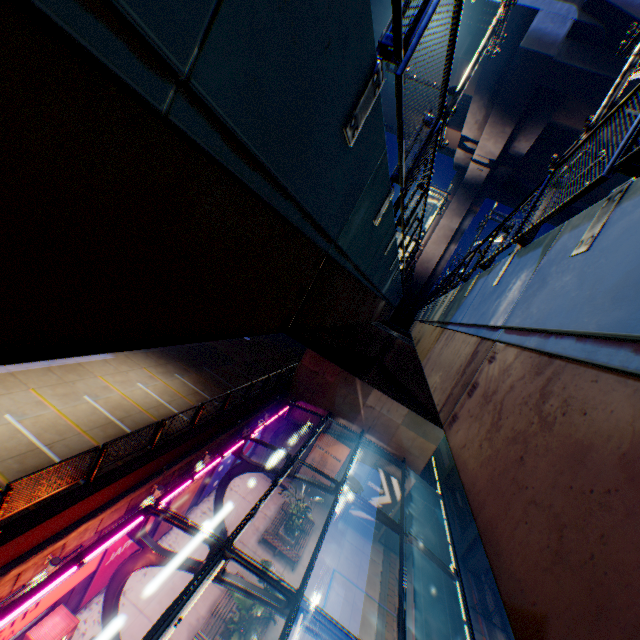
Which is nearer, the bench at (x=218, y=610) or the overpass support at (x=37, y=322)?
the overpass support at (x=37, y=322)

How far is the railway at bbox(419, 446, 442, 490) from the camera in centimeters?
4271cm

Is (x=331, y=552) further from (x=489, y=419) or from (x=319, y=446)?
(x=489, y=419)

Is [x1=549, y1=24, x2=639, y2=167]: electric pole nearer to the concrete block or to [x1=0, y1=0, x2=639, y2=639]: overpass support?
[x1=0, y1=0, x2=639, y2=639]: overpass support

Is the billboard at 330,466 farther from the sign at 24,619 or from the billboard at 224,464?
the sign at 24,619

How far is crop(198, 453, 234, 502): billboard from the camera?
19.7m

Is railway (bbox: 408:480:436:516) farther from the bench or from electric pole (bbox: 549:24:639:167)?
electric pole (bbox: 549:24:639:167)

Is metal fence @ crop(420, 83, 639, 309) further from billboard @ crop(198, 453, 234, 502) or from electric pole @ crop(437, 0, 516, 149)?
billboard @ crop(198, 453, 234, 502)
